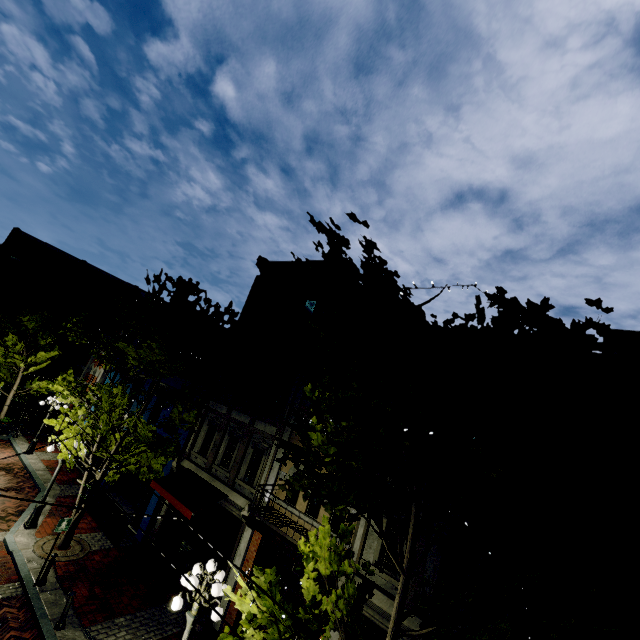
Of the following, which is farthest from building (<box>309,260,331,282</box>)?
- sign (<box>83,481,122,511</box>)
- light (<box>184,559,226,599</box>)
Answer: sign (<box>83,481,122,511</box>)

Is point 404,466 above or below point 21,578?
above

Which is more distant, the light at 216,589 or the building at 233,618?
the building at 233,618

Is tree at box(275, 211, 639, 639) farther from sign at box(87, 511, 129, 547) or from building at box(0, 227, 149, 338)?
building at box(0, 227, 149, 338)

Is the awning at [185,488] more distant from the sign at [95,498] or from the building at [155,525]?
the sign at [95,498]

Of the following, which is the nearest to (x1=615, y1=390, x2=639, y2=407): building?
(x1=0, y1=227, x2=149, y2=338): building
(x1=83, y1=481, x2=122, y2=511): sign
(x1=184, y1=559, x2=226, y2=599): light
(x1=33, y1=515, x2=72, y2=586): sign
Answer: (x1=184, y1=559, x2=226, y2=599): light

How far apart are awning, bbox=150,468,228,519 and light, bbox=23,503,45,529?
3.29m

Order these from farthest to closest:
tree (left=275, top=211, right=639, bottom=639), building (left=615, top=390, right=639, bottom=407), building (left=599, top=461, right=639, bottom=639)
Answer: building (left=615, top=390, right=639, bottom=407) → building (left=599, top=461, right=639, bottom=639) → tree (left=275, top=211, right=639, bottom=639)
